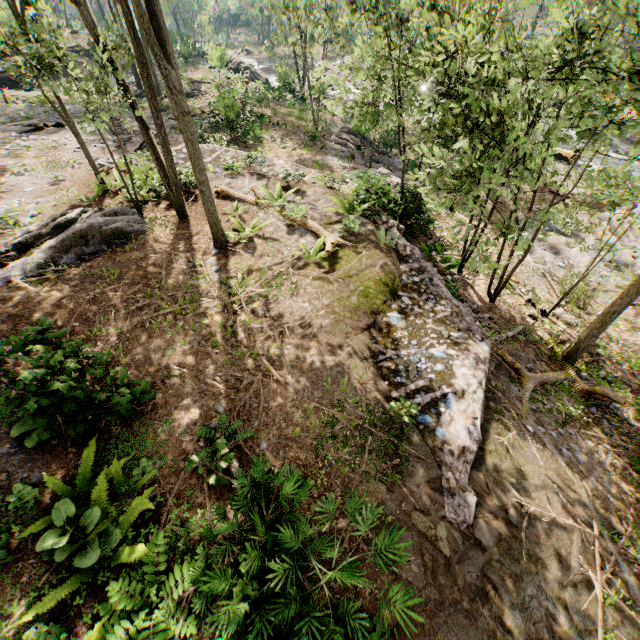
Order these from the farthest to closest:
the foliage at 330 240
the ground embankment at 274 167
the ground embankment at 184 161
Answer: the ground embankment at 184 161 → the ground embankment at 274 167 → the foliage at 330 240

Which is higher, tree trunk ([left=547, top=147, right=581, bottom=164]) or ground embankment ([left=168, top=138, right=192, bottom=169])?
ground embankment ([left=168, top=138, right=192, bottom=169])

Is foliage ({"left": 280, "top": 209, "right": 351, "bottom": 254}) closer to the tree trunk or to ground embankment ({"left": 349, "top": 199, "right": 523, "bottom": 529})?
ground embankment ({"left": 349, "top": 199, "right": 523, "bottom": 529})

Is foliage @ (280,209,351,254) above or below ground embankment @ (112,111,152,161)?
above

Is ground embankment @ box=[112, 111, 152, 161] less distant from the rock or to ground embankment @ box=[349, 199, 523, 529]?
the rock

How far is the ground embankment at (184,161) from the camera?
16.31m

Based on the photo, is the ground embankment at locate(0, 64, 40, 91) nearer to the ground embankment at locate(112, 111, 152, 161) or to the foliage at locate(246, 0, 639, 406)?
the ground embankment at locate(112, 111, 152, 161)

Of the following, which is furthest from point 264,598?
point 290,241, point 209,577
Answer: point 290,241
